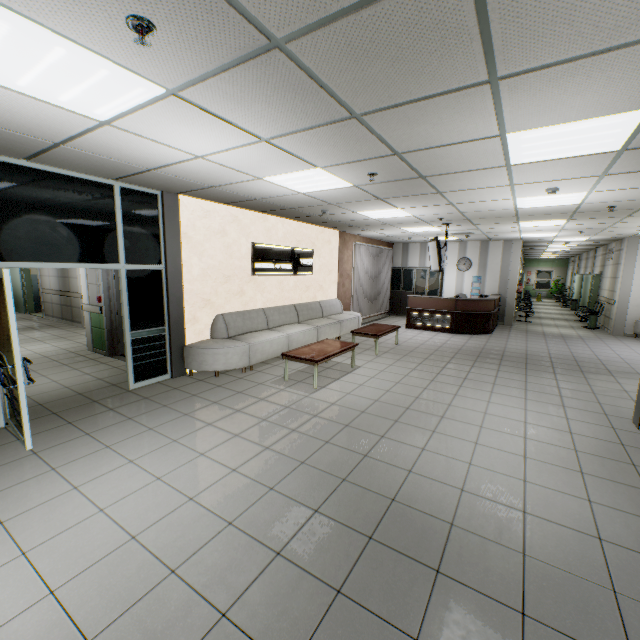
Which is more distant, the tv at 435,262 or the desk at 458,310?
the desk at 458,310

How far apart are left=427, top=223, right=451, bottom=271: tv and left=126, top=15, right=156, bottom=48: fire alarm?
7.11m

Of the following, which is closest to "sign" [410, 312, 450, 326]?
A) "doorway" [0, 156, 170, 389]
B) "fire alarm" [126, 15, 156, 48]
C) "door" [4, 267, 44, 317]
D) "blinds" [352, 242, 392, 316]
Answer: "blinds" [352, 242, 392, 316]

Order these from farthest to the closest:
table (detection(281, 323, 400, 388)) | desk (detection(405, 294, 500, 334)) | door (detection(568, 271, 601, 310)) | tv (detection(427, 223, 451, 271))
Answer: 1. door (detection(568, 271, 601, 310))
2. desk (detection(405, 294, 500, 334))
3. tv (detection(427, 223, 451, 271))
4. table (detection(281, 323, 400, 388))

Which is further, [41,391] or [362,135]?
[41,391]

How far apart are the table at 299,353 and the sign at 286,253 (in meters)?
2.12

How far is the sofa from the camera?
5.9 meters

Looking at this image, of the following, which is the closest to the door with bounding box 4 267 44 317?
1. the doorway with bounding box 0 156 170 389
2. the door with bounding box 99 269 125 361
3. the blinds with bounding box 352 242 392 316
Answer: the door with bounding box 99 269 125 361
